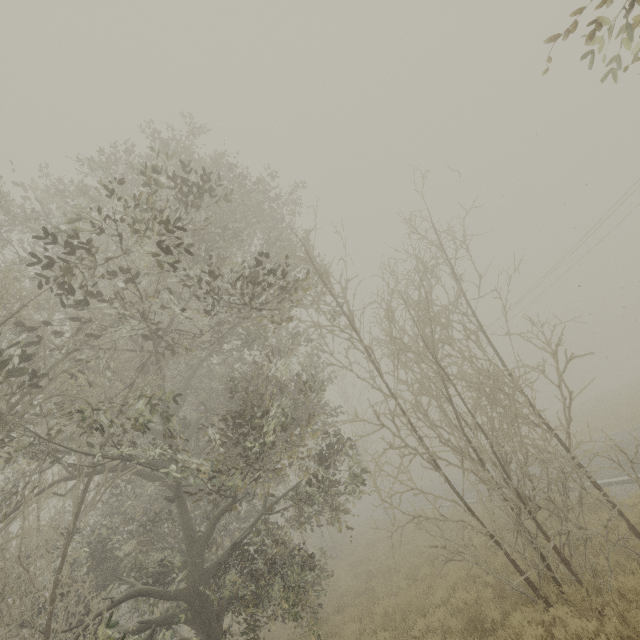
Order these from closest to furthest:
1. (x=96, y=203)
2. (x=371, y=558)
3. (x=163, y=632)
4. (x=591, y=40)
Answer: (x=591, y=40)
(x=96, y=203)
(x=163, y=632)
(x=371, y=558)

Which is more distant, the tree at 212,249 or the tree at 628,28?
the tree at 212,249

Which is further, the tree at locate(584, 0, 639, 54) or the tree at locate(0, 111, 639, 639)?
the tree at locate(0, 111, 639, 639)
